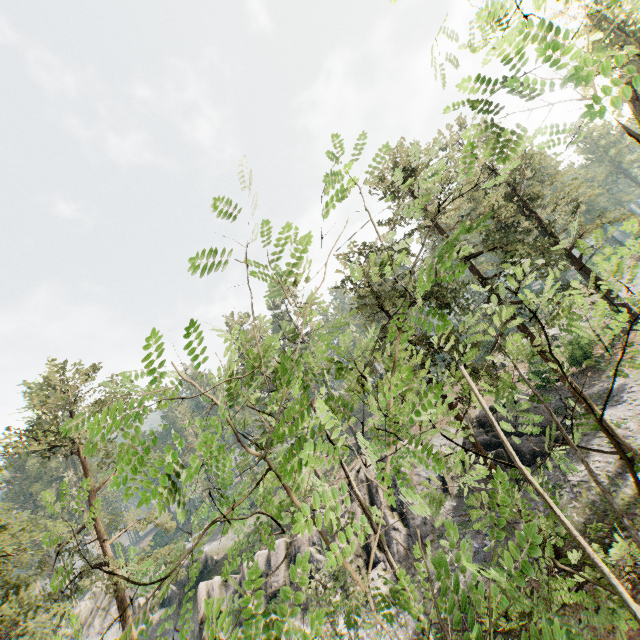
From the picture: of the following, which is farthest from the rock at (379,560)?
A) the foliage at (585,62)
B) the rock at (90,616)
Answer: the rock at (90,616)

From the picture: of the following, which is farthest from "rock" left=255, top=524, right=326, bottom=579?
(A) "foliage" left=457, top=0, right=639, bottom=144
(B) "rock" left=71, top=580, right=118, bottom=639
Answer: (B) "rock" left=71, top=580, right=118, bottom=639

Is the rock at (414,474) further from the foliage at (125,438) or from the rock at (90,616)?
the rock at (90,616)

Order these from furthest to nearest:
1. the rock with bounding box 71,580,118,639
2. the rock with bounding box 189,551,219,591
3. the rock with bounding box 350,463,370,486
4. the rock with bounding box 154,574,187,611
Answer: the rock with bounding box 71,580,118,639 < the rock with bounding box 189,551,219,591 < the rock with bounding box 154,574,187,611 < the rock with bounding box 350,463,370,486

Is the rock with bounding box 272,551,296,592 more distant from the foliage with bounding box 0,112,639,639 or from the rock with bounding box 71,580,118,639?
the rock with bounding box 71,580,118,639

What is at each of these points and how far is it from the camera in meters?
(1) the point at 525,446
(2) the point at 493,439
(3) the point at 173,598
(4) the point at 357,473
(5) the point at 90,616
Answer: (1) rock, 24.4
(2) rock, 26.0
(3) rock, 38.9
(4) rock, 31.3
(5) rock, 43.0
